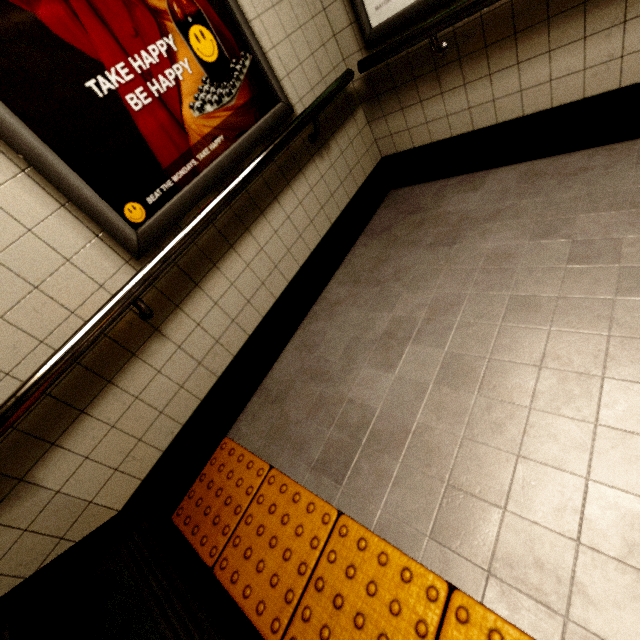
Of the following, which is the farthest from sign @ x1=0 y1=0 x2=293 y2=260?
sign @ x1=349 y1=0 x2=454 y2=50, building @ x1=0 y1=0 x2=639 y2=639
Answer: sign @ x1=349 y1=0 x2=454 y2=50

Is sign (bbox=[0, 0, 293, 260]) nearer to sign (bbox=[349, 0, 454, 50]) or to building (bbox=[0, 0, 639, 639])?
building (bbox=[0, 0, 639, 639])

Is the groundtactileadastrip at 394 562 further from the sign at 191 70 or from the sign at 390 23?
the sign at 390 23

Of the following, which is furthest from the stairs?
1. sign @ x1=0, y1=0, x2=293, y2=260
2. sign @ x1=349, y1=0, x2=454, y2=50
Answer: sign @ x1=349, y1=0, x2=454, y2=50

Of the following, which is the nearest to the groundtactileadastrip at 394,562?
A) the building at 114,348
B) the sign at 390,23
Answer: the building at 114,348

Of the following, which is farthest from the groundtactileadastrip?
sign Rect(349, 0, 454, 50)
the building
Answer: sign Rect(349, 0, 454, 50)

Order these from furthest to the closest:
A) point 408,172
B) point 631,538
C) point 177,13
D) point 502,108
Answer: point 408,172 → point 502,108 → point 177,13 → point 631,538
